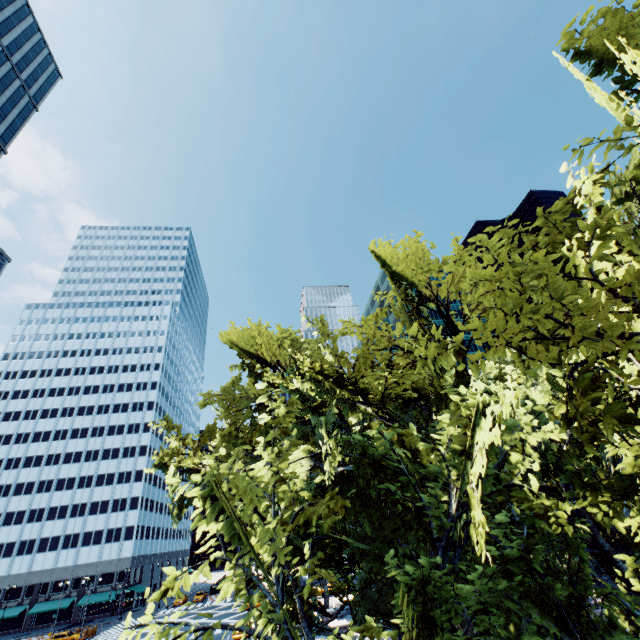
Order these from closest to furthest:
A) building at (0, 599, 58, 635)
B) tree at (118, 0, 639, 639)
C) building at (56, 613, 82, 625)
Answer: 1. tree at (118, 0, 639, 639)
2. building at (0, 599, 58, 635)
3. building at (56, 613, 82, 625)

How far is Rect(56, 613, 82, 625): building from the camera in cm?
5931

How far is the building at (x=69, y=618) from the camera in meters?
59.3 m

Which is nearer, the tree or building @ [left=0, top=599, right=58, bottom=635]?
the tree

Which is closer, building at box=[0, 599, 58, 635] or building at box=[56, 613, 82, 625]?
building at box=[0, 599, 58, 635]

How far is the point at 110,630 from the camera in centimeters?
4919cm

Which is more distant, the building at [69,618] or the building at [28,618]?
the building at [69,618]

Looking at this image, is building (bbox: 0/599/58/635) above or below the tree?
below
